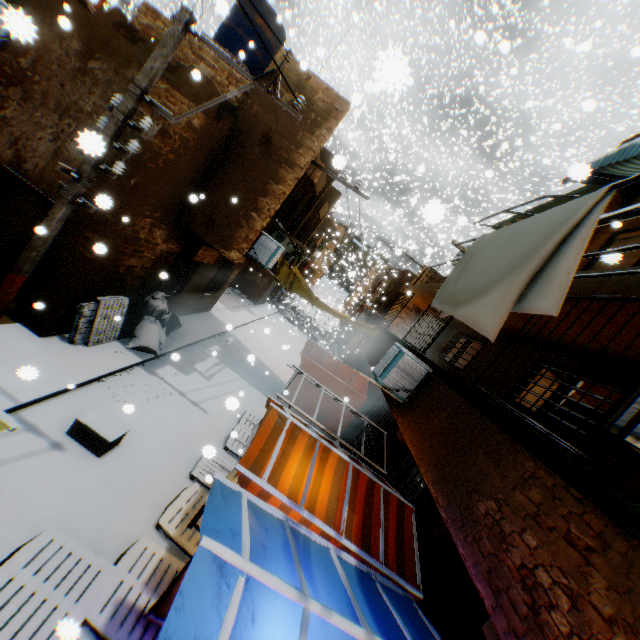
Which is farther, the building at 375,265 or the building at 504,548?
the building at 375,265

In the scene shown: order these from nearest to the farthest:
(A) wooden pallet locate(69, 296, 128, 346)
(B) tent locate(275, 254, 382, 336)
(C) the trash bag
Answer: (A) wooden pallet locate(69, 296, 128, 346) → (C) the trash bag → (B) tent locate(275, 254, 382, 336)

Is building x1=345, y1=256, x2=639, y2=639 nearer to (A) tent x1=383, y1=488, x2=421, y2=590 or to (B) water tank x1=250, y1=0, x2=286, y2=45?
(A) tent x1=383, y1=488, x2=421, y2=590

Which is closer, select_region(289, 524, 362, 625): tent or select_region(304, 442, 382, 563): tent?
select_region(289, 524, 362, 625): tent

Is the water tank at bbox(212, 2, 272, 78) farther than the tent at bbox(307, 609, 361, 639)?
Yes

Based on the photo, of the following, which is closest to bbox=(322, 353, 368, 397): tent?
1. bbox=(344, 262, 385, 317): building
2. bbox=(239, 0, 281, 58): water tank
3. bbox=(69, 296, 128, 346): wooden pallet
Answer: bbox=(69, 296, 128, 346): wooden pallet

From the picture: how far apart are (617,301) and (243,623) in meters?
4.6 m

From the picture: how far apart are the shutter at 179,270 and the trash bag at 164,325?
0.0 meters
